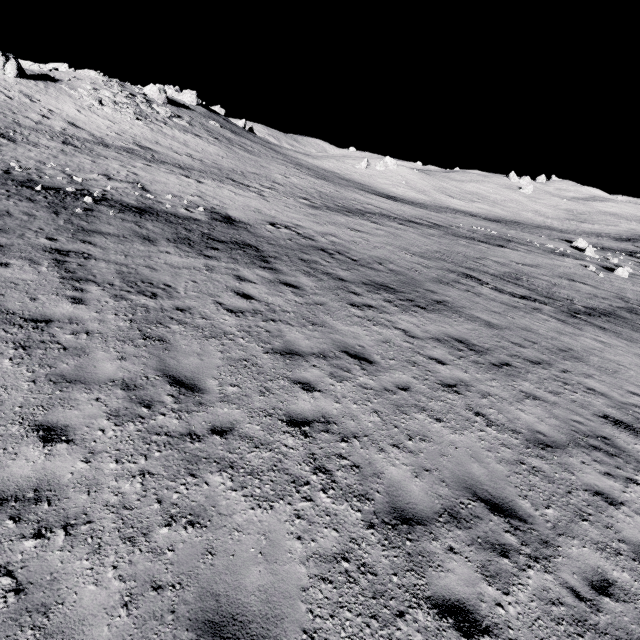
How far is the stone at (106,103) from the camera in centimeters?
3538cm

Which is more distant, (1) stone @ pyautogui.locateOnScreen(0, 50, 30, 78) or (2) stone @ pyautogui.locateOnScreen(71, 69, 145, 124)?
(2) stone @ pyautogui.locateOnScreen(71, 69, 145, 124)

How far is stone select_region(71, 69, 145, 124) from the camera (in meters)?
35.38

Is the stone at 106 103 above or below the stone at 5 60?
below

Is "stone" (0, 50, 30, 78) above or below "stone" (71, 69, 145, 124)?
above

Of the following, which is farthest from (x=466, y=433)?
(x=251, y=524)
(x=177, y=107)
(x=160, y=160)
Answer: (x=177, y=107)
